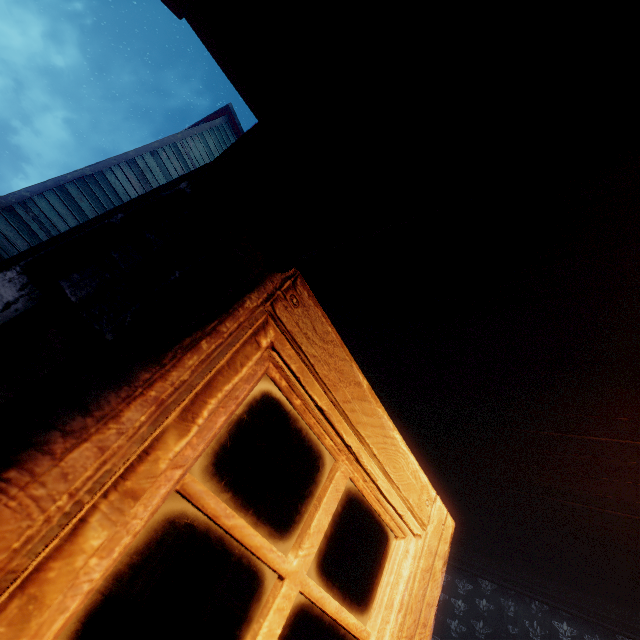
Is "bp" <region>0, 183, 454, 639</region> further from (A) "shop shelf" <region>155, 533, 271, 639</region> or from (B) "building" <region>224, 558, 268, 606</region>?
(A) "shop shelf" <region>155, 533, 271, 639</region>

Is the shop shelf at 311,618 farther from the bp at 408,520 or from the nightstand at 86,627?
the bp at 408,520

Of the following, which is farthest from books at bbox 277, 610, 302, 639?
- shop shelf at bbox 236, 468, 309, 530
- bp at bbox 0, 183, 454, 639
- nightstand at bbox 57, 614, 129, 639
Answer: bp at bbox 0, 183, 454, 639

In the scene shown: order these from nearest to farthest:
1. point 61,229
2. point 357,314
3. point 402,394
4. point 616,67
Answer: point 616,67 → point 357,314 → point 402,394 → point 61,229

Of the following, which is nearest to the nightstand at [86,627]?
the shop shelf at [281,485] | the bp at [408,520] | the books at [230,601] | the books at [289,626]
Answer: the shop shelf at [281,485]

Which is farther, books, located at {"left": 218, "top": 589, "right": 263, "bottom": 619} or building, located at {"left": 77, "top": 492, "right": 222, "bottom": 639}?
books, located at {"left": 218, "top": 589, "right": 263, "bottom": 619}

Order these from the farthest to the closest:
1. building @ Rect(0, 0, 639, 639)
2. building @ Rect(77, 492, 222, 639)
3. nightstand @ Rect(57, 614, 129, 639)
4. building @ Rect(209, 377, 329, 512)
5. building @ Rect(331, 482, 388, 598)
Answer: building @ Rect(331, 482, 388, 598) < building @ Rect(209, 377, 329, 512) < building @ Rect(77, 492, 222, 639) < nightstand @ Rect(57, 614, 129, 639) < building @ Rect(0, 0, 639, 639)

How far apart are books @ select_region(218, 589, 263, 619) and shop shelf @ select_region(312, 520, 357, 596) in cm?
8
